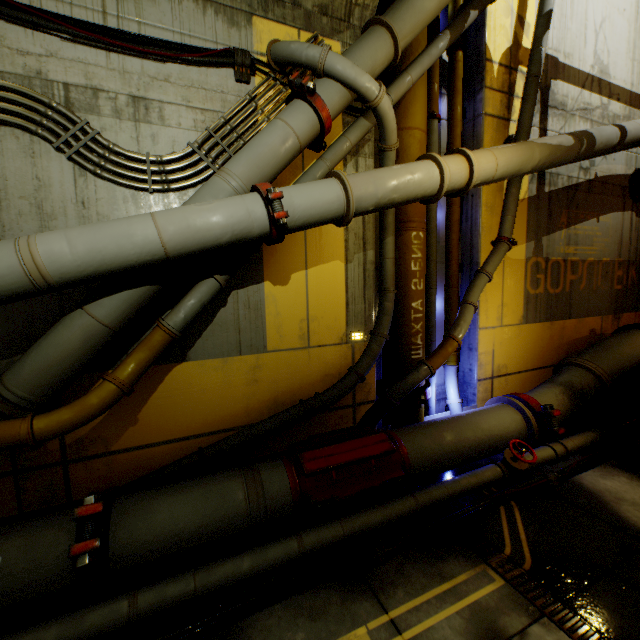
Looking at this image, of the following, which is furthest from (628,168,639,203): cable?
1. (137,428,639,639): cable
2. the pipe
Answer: (137,428,639,639): cable

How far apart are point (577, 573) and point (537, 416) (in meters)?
2.53

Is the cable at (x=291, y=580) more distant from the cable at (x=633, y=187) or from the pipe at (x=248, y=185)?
the cable at (x=633, y=187)

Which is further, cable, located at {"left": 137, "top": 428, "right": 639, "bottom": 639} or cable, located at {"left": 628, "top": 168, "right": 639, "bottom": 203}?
cable, located at {"left": 628, "top": 168, "right": 639, "bottom": 203}

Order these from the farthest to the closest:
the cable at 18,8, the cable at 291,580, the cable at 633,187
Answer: the cable at 633,187, the cable at 18,8, the cable at 291,580

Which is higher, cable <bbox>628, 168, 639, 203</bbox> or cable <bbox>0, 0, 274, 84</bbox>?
cable <bbox>0, 0, 274, 84</bbox>

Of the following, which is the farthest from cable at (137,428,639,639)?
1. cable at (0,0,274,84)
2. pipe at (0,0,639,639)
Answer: cable at (0,0,274,84)
